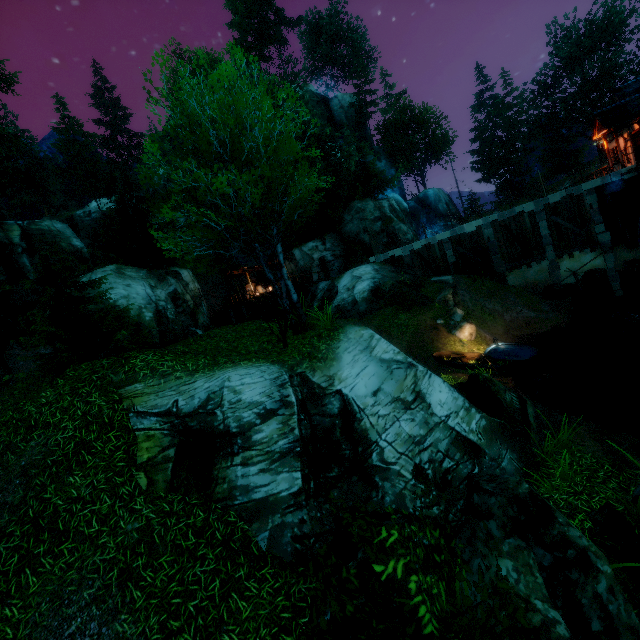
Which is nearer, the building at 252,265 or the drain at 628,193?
the drain at 628,193

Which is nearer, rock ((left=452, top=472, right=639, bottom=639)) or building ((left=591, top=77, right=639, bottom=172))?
rock ((left=452, top=472, right=639, bottom=639))

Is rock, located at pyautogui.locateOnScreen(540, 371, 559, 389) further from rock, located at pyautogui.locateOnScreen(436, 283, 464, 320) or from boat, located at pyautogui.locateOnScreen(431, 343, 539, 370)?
rock, located at pyautogui.locateOnScreen(436, 283, 464, 320)

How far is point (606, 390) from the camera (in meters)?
14.68

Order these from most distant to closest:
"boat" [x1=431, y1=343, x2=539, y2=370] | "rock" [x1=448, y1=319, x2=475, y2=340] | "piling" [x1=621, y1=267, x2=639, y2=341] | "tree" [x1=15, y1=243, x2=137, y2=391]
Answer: "rock" [x1=448, y1=319, x2=475, y2=340] < "piling" [x1=621, y1=267, x2=639, y2=341] < "boat" [x1=431, y1=343, x2=539, y2=370] < "tree" [x1=15, y1=243, x2=137, y2=391]

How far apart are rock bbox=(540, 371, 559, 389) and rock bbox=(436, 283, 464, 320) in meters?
8.6 m

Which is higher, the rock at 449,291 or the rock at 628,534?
the rock at 449,291

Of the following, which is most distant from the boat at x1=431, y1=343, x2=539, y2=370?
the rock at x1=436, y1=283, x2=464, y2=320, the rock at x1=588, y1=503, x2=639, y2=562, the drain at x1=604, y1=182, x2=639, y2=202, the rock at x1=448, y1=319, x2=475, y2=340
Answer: the drain at x1=604, y1=182, x2=639, y2=202
